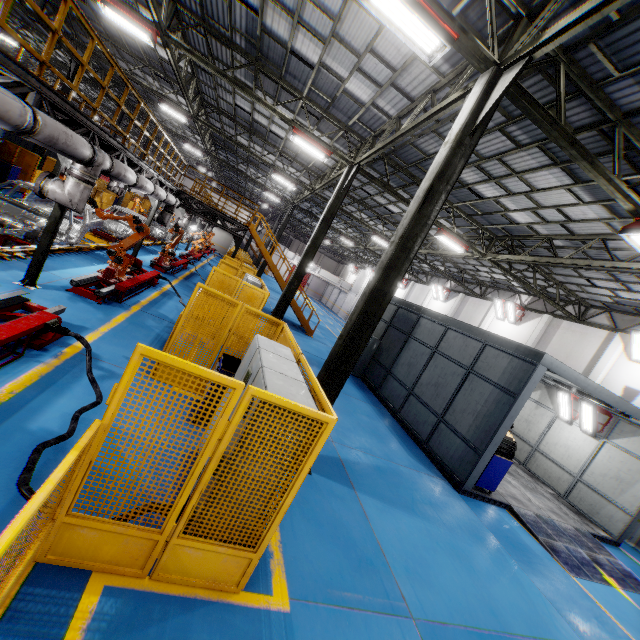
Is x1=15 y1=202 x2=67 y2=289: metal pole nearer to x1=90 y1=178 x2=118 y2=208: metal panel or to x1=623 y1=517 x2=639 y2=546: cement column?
x1=90 y1=178 x2=118 y2=208: metal panel

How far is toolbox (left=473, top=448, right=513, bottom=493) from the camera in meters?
9.1 m

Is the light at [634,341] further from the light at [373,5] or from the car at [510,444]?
the light at [373,5]

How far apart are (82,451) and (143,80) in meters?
24.9

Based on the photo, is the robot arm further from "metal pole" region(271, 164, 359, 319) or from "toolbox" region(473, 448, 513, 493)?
"toolbox" region(473, 448, 513, 493)

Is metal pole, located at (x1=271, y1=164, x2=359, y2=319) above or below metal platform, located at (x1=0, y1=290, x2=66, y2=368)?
above

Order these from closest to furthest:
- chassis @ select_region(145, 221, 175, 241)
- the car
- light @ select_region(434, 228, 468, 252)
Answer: the car → light @ select_region(434, 228, 468, 252) → chassis @ select_region(145, 221, 175, 241)

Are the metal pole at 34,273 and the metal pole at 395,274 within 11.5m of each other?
yes
